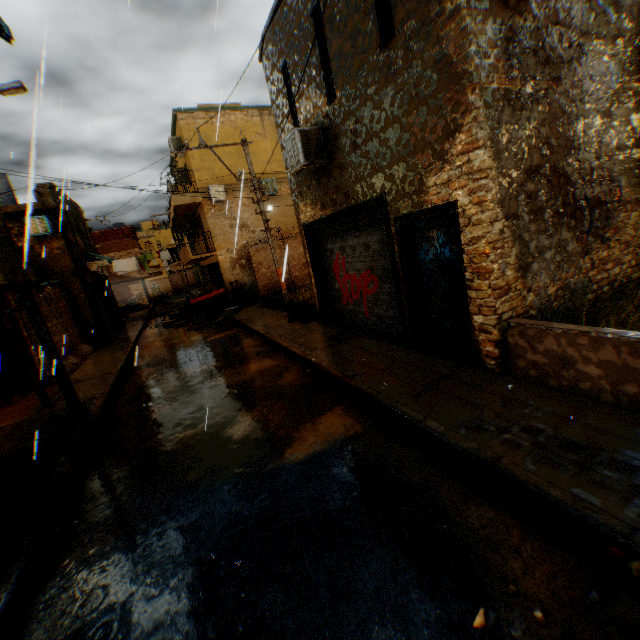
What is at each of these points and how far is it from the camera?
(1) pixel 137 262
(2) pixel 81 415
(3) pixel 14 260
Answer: (1) clothes, 17.5m
(2) wooden beam, 7.1m
(3) building, 6.2m

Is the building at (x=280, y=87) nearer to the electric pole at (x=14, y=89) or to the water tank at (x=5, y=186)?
the electric pole at (x=14, y=89)

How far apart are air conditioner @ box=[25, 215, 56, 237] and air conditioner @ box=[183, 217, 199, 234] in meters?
7.5

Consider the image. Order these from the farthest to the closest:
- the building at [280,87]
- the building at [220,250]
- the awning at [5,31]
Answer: the building at [220,250] → the building at [280,87] → the awning at [5,31]

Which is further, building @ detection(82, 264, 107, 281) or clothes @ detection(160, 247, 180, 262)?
clothes @ detection(160, 247, 180, 262)

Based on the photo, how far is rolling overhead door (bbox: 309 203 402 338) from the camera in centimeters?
766cm

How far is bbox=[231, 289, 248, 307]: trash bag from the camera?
19.0 meters

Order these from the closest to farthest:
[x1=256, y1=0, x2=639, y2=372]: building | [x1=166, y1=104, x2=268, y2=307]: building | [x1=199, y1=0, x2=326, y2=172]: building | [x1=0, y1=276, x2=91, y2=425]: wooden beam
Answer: [x1=256, y1=0, x2=639, y2=372]: building → [x1=0, y1=276, x2=91, y2=425]: wooden beam → [x1=199, y1=0, x2=326, y2=172]: building → [x1=166, y1=104, x2=268, y2=307]: building
